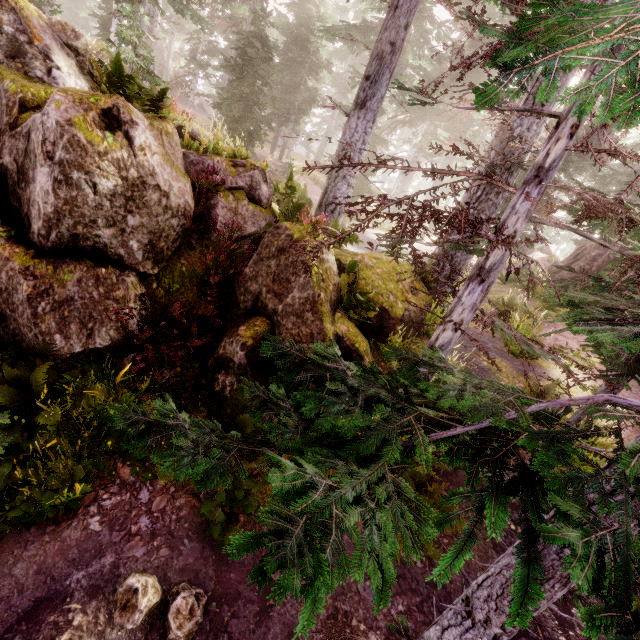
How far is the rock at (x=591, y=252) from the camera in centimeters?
1631cm

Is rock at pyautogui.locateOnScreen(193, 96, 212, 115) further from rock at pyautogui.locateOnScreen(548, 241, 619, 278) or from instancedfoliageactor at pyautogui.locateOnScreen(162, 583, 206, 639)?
rock at pyautogui.locateOnScreen(548, 241, 619, 278)

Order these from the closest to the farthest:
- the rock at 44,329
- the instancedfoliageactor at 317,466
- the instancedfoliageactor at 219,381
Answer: the instancedfoliageactor at 317,466 → the rock at 44,329 → the instancedfoliageactor at 219,381

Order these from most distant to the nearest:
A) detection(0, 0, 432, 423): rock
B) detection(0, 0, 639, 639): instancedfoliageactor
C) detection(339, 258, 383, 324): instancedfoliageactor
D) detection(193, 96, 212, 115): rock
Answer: detection(193, 96, 212, 115): rock
detection(339, 258, 383, 324): instancedfoliageactor
detection(0, 0, 432, 423): rock
detection(0, 0, 639, 639): instancedfoliageactor

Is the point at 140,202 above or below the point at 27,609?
above

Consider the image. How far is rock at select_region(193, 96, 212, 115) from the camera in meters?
46.5 m

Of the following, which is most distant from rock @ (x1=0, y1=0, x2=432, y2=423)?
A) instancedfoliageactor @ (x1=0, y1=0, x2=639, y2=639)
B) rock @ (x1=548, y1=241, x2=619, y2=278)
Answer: rock @ (x1=548, y1=241, x2=619, y2=278)

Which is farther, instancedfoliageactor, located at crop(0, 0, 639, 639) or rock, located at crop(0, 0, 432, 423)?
rock, located at crop(0, 0, 432, 423)
